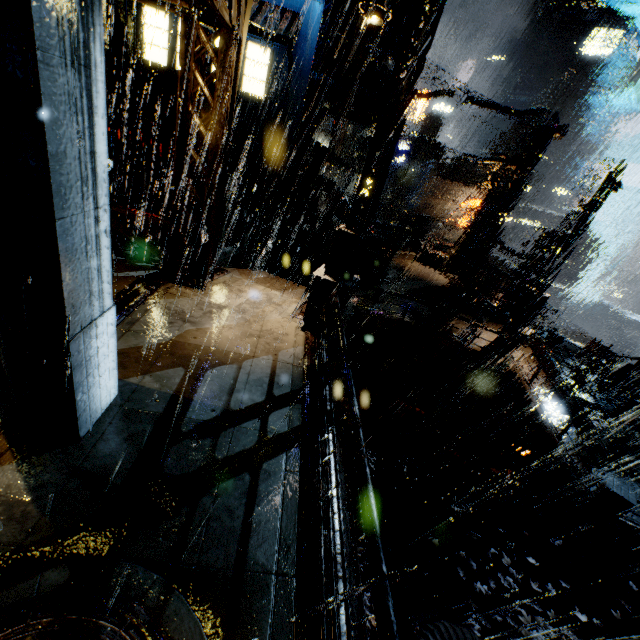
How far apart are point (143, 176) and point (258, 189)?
6.2 meters

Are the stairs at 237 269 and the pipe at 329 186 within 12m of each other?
yes

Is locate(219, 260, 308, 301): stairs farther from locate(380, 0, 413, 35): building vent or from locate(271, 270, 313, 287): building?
locate(380, 0, 413, 35): building vent

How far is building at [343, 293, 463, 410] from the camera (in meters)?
13.65

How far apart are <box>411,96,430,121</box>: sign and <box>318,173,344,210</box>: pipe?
24.81m

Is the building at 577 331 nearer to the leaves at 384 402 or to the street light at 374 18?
the leaves at 384 402

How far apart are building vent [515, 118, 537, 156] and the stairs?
66.79m

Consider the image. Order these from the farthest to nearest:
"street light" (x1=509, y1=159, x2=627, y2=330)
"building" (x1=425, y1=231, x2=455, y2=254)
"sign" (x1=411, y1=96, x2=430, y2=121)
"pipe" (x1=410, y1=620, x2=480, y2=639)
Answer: "sign" (x1=411, y1=96, x2=430, y2=121)
"building" (x1=425, y1=231, x2=455, y2=254)
"street light" (x1=509, y1=159, x2=627, y2=330)
"pipe" (x1=410, y1=620, x2=480, y2=639)
